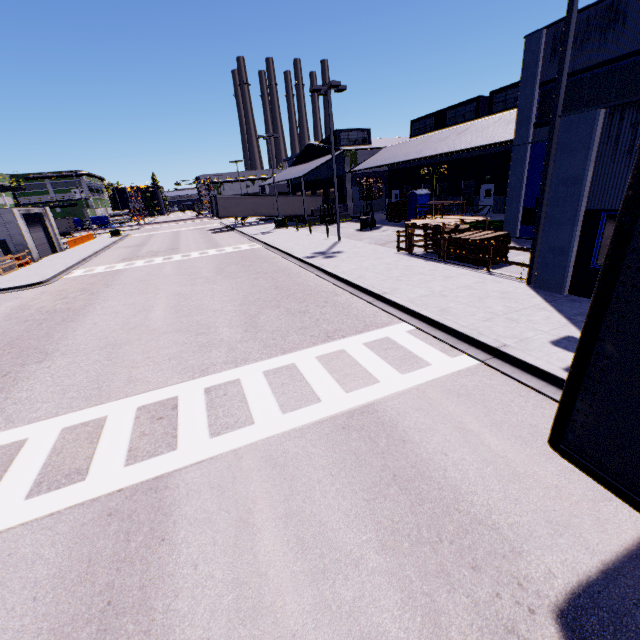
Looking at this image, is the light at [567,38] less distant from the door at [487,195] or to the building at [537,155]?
the building at [537,155]

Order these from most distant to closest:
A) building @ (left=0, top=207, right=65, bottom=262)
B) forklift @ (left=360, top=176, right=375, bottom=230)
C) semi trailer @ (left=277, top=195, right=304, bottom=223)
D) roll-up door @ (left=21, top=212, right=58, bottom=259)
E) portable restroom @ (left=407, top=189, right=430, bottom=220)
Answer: semi trailer @ (left=277, top=195, right=304, bottom=223) < roll-up door @ (left=21, top=212, right=58, bottom=259) < portable restroom @ (left=407, top=189, right=430, bottom=220) < forklift @ (left=360, top=176, right=375, bottom=230) < building @ (left=0, top=207, right=65, bottom=262)

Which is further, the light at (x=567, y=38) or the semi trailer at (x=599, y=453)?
the light at (x=567, y=38)

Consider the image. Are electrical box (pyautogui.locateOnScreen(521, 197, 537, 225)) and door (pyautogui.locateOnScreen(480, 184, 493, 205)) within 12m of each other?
yes

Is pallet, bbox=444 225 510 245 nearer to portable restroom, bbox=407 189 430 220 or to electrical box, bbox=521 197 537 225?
electrical box, bbox=521 197 537 225

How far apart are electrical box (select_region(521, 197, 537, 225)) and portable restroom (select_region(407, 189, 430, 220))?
12.02m

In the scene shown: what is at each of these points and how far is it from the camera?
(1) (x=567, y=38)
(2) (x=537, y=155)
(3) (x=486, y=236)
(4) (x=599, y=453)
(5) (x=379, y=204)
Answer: (1) light, 8.5 meters
(2) building, 17.5 meters
(3) pallet, 14.0 meters
(4) semi trailer, 2.8 meters
(5) roll-up door, 43.2 meters

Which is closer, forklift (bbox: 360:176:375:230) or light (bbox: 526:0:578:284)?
light (bbox: 526:0:578:284)
